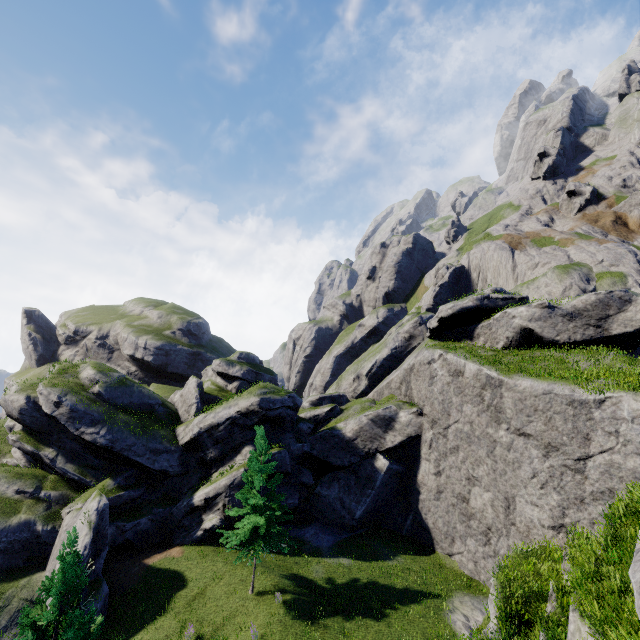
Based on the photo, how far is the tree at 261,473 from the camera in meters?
20.5

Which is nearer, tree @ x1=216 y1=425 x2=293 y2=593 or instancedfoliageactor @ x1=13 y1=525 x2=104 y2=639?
instancedfoliageactor @ x1=13 y1=525 x2=104 y2=639

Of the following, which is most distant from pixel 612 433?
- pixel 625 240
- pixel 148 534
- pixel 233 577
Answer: pixel 625 240

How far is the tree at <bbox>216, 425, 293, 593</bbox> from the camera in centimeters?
2055cm

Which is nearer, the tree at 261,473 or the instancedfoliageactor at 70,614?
the instancedfoliageactor at 70,614
